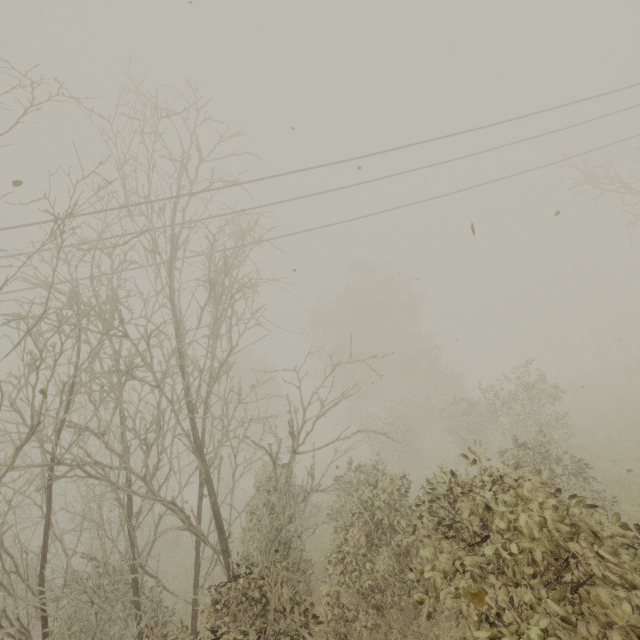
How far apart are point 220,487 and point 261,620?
27.61m
